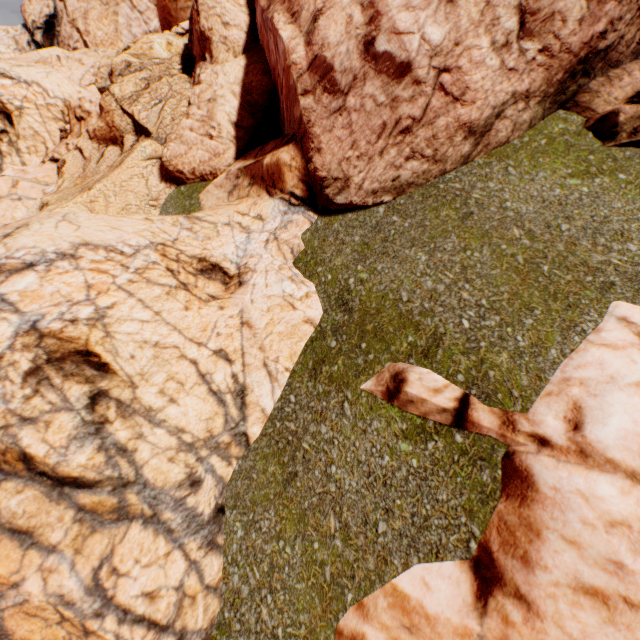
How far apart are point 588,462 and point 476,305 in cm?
162

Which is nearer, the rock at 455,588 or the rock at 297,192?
the rock at 455,588

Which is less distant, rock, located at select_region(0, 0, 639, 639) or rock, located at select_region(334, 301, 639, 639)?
rock, located at select_region(334, 301, 639, 639)
